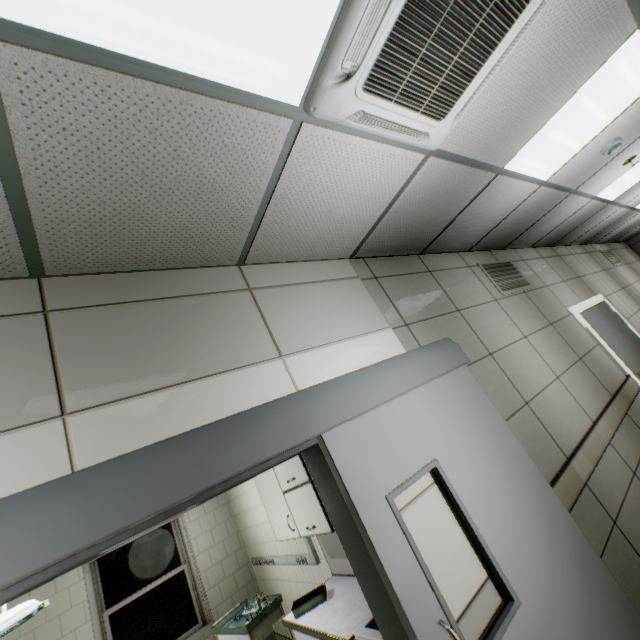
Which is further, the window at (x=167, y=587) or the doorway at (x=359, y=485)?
the window at (x=167, y=587)

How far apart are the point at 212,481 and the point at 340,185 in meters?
1.6

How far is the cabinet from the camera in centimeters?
257cm

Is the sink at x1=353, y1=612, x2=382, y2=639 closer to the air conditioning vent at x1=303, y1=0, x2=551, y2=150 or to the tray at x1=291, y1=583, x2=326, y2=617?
the tray at x1=291, y1=583, x2=326, y2=617

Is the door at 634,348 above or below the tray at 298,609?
above

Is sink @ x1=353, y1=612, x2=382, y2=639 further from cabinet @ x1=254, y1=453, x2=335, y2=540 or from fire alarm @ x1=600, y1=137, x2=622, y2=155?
fire alarm @ x1=600, y1=137, x2=622, y2=155

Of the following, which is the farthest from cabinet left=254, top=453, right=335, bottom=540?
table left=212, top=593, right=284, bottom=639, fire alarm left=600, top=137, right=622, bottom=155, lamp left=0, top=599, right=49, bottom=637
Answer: fire alarm left=600, top=137, right=622, bottom=155

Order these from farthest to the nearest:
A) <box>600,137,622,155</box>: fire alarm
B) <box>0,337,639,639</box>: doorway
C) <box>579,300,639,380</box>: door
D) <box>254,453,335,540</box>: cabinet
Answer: <box>579,300,639,380</box>: door, <box>600,137,622,155</box>: fire alarm, <box>254,453,335,540</box>: cabinet, <box>0,337,639,639</box>: doorway
